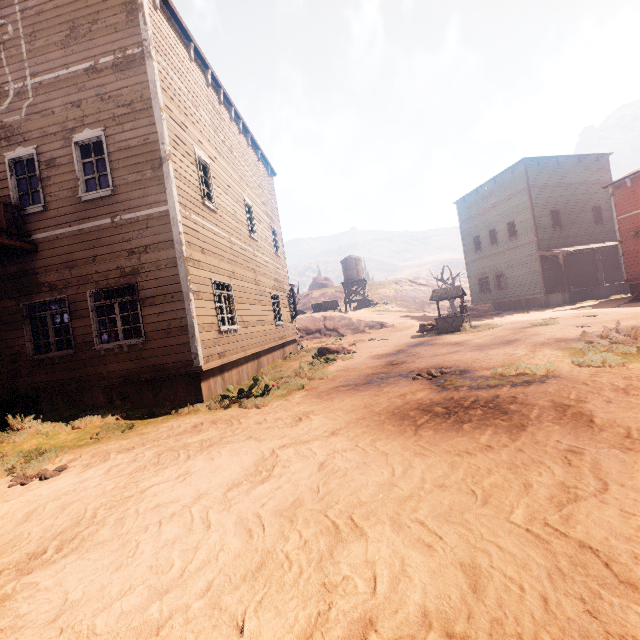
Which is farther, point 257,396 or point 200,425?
point 257,396

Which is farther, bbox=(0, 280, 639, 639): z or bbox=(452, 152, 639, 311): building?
bbox=(452, 152, 639, 311): building

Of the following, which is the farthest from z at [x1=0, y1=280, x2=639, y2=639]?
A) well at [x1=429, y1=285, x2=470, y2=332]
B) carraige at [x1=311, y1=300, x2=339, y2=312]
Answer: carraige at [x1=311, y1=300, x2=339, y2=312]

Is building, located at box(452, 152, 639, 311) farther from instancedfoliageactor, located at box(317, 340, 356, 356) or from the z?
instancedfoliageactor, located at box(317, 340, 356, 356)

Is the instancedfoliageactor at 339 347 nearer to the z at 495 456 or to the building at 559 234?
the z at 495 456

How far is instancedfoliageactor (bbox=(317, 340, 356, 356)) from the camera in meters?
14.5 m

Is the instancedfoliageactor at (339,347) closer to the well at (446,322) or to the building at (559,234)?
the building at (559,234)

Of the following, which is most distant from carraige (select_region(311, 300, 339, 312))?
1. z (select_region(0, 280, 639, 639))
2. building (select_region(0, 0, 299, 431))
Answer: z (select_region(0, 280, 639, 639))
